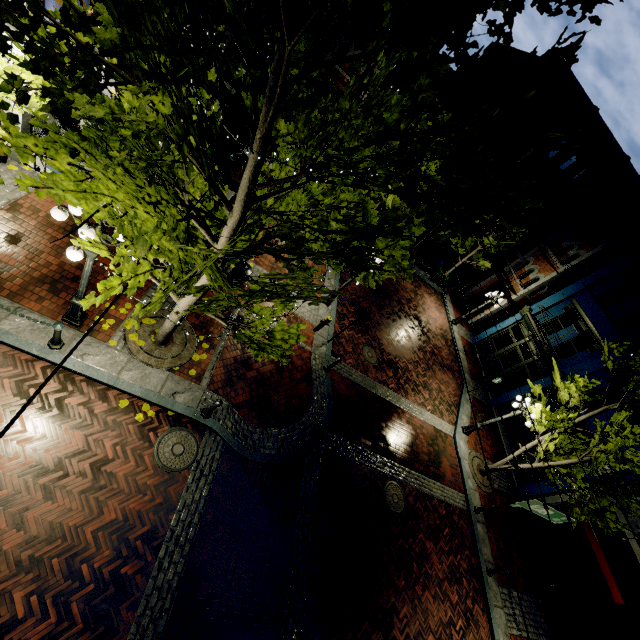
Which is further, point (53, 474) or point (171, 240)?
point (53, 474)

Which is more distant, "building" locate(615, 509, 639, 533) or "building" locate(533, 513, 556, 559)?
"building" locate(533, 513, 556, 559)

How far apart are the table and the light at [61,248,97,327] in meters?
5.7 m

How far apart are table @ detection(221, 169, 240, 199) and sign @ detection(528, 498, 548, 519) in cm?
1178

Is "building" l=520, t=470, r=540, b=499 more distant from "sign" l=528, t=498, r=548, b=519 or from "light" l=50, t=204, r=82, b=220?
"light" l=50, t=204, r=82, b=220

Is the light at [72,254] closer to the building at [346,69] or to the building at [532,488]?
the building at [346,69]

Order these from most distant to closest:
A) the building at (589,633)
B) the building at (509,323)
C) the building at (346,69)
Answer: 1. the building at (509,323)
2. the building at (346,69)
3. the building at (589,633)
